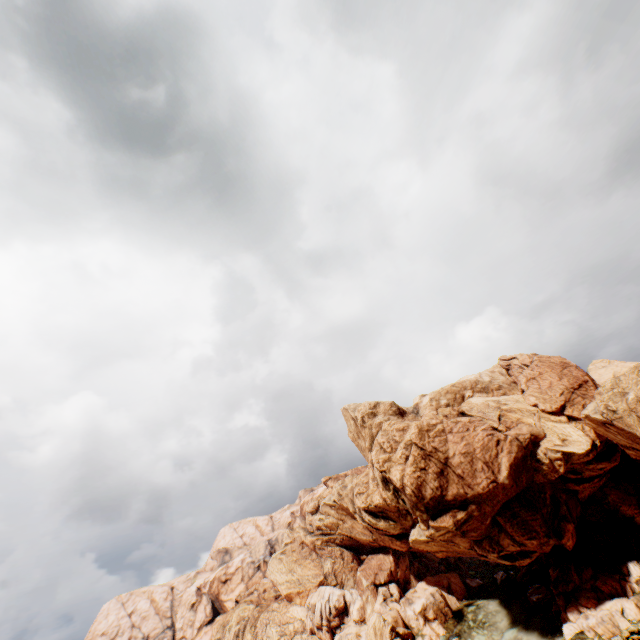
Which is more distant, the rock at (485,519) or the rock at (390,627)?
the rock at (390,627)

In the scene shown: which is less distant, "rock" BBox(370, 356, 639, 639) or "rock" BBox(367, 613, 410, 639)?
"rock" BBox(370, 356, 639, 639)

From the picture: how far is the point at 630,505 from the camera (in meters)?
52.03
